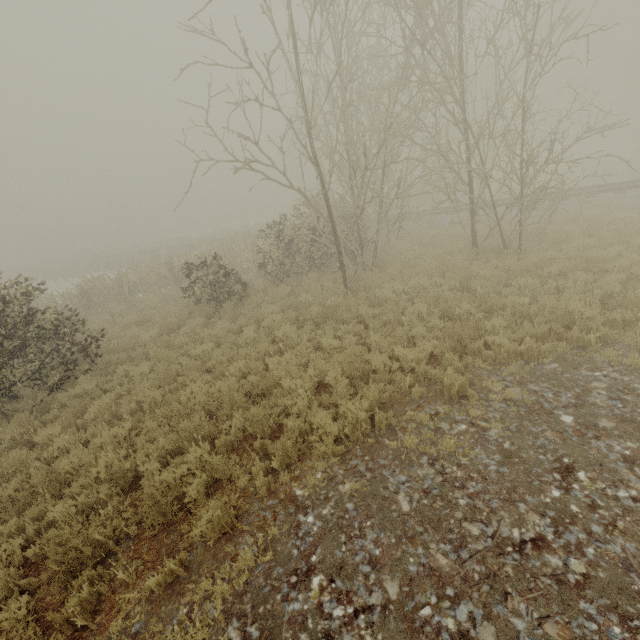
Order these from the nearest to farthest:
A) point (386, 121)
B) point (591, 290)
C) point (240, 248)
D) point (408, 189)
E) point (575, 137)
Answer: point (591, 290), point (386, 121), point (408, 189), point (240, 248), point (575, 137)
